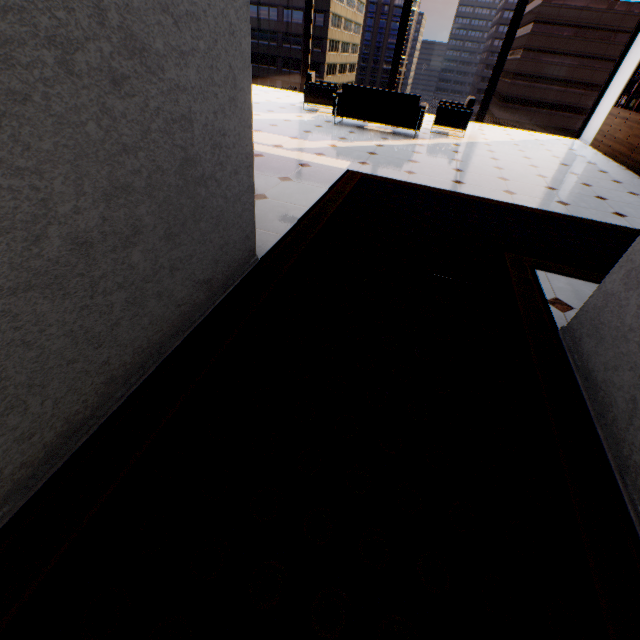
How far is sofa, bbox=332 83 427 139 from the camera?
6.7m

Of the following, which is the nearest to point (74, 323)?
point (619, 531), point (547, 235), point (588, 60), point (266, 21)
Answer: point (619, 531)

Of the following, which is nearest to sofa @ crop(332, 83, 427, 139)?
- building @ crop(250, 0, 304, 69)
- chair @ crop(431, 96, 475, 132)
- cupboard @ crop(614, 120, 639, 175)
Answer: chair @ crop(431, 96, 475, 132)

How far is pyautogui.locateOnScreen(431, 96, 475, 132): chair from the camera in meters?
7.5 m

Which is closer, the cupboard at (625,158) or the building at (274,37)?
the cupboard at (625,158)

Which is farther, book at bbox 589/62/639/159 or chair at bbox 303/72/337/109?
chair at bbox 303/72/337/109

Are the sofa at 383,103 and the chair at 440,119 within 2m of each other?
yes

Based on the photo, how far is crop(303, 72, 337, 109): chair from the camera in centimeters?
811cm
